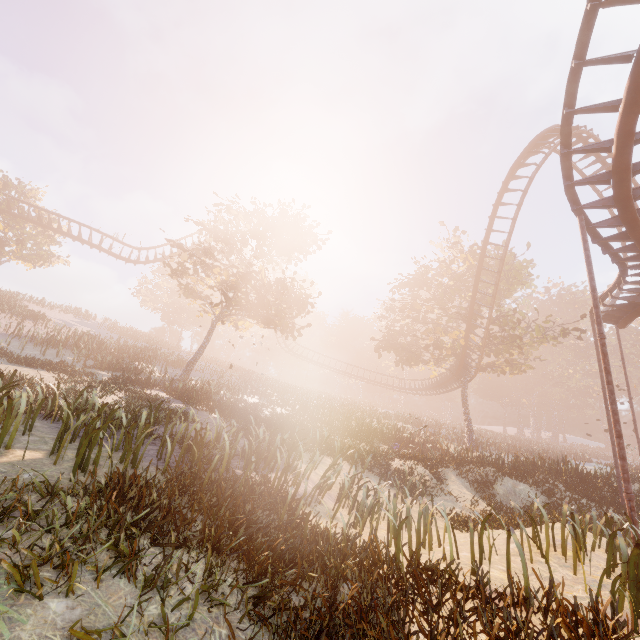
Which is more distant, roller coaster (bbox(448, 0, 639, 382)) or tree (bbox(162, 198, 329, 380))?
tree (bbox(162, 198, 329, 380))

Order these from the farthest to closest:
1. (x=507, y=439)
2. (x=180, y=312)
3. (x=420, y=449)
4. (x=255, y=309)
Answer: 1. (x=180, y=312)
2. (x=507, y=439)
3. (x=255, y=309)
4. (x=420, y=449)

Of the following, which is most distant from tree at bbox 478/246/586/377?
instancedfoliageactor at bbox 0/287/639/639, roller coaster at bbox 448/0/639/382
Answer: instancedfoliageactor at bbox 0/287/639/639

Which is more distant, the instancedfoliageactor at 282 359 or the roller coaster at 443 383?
the roller coaster at 443 383

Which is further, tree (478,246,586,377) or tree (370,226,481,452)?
tree (370,226,481,452)

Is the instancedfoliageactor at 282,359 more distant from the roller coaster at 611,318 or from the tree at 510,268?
the roller coaster at 611,318

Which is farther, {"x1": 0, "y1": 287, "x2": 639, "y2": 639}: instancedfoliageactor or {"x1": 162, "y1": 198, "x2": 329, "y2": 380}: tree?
{"x1": 162, "y1": 198, "x2": 329, "y2": 380}: tree
